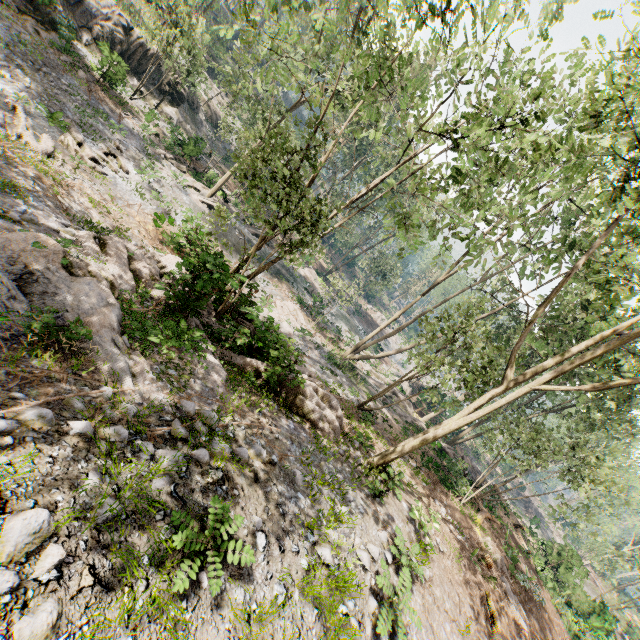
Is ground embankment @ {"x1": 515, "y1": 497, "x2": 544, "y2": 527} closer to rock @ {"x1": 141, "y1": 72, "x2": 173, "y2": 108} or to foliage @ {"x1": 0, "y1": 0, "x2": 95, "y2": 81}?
foliage @ {"x1": 0, "y1": 0, "x2": 95, "y2": 81}

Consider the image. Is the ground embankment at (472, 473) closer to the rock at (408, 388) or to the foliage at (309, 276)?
the foliage at (309, 276)

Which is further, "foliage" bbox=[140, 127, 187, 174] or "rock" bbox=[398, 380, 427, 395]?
"rock" bbox=[398, 380, 427, 395]

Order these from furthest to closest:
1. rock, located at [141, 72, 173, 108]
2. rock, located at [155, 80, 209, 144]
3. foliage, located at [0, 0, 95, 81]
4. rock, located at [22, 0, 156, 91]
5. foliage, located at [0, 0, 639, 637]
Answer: rock, located at [155, 80, 209, 144] → rock, located at [141, 72, 173, 108] → rock, located at [22, 0, 156, 91] → foliage, located at [0, 0, 95, 81] → foliage, located at [0, 0, 639, 637]

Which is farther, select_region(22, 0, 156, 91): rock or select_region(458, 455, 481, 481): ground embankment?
select_region(22, 0, 156, 91): rock

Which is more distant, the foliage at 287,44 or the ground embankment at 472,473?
the ground embankment at 472,473

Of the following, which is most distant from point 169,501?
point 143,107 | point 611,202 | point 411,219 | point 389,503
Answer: point 143,107

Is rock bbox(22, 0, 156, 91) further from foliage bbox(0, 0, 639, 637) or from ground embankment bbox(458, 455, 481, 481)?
ground embankment bbox(458, 455, 481, 481)
